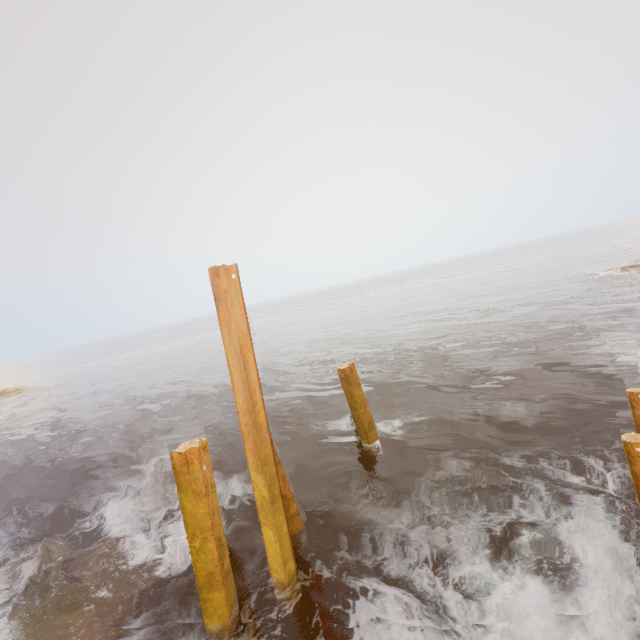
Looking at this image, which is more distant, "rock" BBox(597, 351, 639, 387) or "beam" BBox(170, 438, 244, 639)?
"rock" BBox(597, 351, 639, 387)

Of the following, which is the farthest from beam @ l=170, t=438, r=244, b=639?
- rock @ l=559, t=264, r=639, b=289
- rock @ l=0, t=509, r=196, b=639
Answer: rock @ l=559, t=264, r=639, b=289

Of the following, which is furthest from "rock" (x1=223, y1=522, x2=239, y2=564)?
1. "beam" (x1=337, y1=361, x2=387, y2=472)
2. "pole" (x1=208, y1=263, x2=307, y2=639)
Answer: "beam" (x1=337, y1=361, x2=387, y2=472)

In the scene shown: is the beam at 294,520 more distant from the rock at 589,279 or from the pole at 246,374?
the rock at 589,279

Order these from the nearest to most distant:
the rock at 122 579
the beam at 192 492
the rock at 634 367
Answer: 1. the beam at 192 492
2. the rock at 122 579
3. the rock at 634 367

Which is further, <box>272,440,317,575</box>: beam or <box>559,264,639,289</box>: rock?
<box>559,264,639,289</box>: rock

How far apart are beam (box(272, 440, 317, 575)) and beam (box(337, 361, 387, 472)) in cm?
283

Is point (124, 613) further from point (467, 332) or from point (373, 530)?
point (467, 332)
